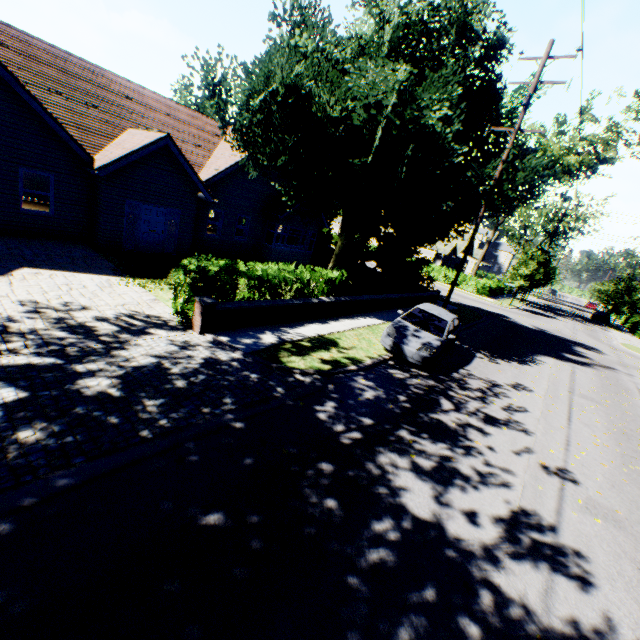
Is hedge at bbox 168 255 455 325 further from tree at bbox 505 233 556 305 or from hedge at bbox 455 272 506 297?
hedge at bbox 455 272 506 297

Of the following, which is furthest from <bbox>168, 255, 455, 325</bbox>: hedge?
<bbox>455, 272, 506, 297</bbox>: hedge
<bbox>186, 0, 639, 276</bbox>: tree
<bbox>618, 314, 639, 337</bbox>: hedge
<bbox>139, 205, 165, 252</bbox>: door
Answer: <bbox>618, 314, 639, 337</bbox>: hedge

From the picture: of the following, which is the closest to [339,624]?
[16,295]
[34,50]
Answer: [16,295]

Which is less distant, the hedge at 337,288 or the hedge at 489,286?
the hedge at 337,288

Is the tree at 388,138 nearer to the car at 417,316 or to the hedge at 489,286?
the hedge at 489,286

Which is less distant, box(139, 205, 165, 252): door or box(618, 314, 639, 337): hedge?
box(139, 205, 165, 252): door

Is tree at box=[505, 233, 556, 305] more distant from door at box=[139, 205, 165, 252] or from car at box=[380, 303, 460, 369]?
door at box=[139, 205, 165, 252]

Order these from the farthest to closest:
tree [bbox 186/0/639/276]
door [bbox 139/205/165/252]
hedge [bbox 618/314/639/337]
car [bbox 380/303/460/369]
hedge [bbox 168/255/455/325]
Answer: hedge [bbox 618/314/639/337], door [bbox 139/205/165/252], tree [bbox 186/0/639/276], car [bbox 380/303/460/369], hedge [bbox 168/255/455/325]
